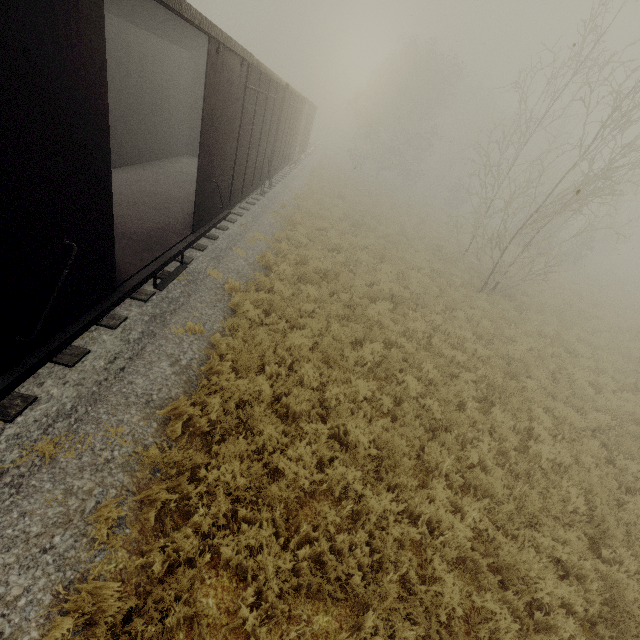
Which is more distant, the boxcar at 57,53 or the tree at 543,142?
the tree at 543,142

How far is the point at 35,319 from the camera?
3.2m

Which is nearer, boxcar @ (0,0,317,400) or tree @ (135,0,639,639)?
boxcar @ (0,0,317,400)
